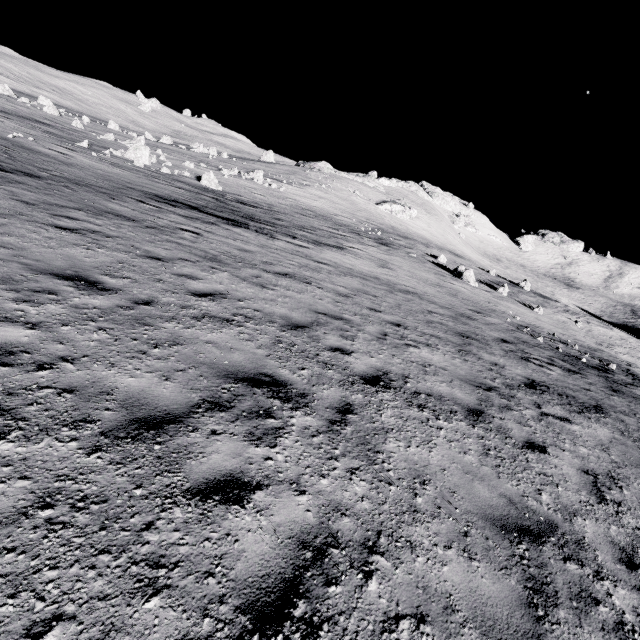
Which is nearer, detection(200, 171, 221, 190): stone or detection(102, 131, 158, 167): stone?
detection(102, 131, 158, 167): stone

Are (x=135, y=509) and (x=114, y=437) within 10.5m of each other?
yes

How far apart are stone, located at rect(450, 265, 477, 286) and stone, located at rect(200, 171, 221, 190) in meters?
21.9 m

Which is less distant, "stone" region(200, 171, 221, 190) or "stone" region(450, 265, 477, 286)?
"stone" region(200, 171, 221, 190)

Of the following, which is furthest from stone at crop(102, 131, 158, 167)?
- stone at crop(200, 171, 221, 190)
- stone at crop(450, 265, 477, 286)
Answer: stone at crop(450, 265, 477, 286)

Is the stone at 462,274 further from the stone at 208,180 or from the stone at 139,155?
the stone at 139,155

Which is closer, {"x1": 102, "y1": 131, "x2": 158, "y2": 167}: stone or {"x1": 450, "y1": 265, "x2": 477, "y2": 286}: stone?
{"x1": 102, "y1": 131, "x2": 158, "y2": 167}: stone
